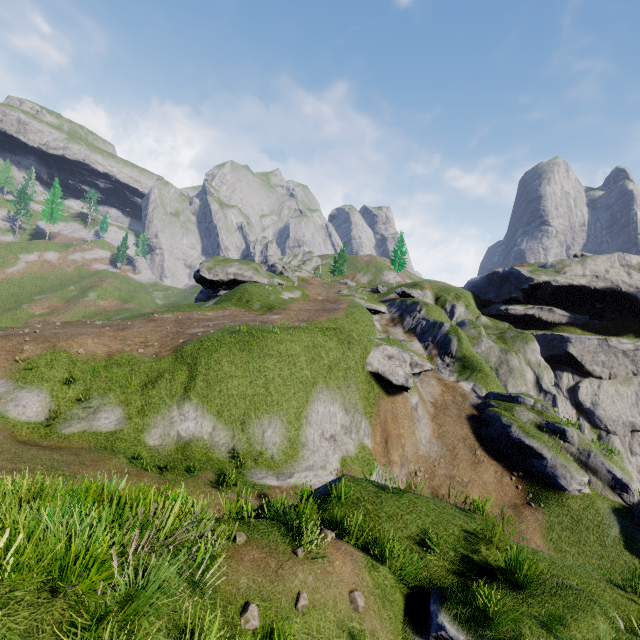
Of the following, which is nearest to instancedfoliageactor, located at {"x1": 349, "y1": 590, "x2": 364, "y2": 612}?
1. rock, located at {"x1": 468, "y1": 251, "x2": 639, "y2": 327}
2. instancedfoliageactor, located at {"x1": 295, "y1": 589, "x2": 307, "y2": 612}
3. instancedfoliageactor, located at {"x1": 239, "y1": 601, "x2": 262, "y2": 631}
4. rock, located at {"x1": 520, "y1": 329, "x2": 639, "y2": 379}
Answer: instancedfoliageactor, located at {"x1": 295, "y1": 589, "x2": 307, "y2": 612}

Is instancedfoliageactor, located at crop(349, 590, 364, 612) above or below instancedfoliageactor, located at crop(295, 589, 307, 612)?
below

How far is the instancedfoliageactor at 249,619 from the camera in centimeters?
505cm

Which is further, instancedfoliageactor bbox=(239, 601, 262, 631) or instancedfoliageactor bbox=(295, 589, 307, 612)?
instancedfoliageactor bbox=(295, 589, 307, 612)

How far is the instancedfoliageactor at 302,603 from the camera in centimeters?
557cm

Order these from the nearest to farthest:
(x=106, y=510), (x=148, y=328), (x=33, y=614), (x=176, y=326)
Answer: (x=33, y=614), (x=106, y=510), (x=148, y=328), (x=176, y=326)

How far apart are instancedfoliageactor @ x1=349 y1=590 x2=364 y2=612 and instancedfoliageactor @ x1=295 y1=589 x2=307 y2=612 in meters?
0.9

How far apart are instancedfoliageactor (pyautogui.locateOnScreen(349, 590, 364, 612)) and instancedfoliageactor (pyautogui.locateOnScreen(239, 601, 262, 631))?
1.77m
